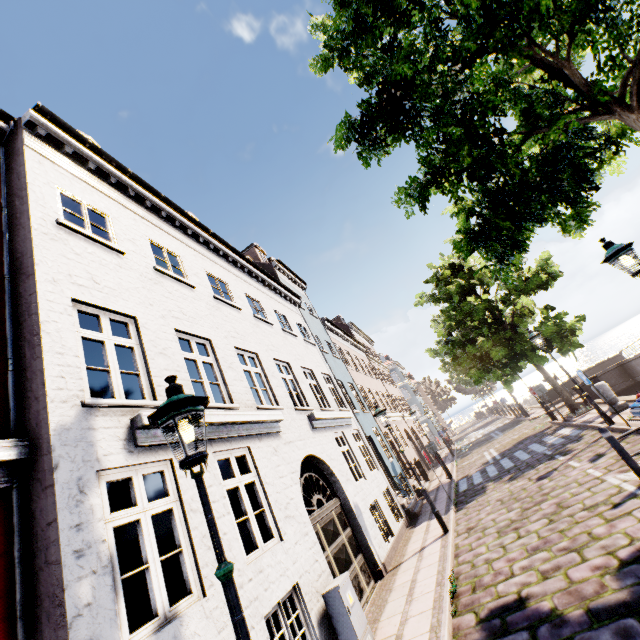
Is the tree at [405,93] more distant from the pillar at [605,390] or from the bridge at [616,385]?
the pillar at [605,390]

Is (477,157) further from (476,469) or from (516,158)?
(476,469)

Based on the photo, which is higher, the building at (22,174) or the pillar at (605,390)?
the building at (22,174)

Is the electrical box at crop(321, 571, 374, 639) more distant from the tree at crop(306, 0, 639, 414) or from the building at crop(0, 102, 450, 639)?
the building at crop(0, 102, 450, 639)

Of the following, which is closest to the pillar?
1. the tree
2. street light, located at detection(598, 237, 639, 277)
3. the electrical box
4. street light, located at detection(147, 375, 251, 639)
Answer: the tree

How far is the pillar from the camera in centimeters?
1145cm

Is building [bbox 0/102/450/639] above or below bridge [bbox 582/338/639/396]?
above

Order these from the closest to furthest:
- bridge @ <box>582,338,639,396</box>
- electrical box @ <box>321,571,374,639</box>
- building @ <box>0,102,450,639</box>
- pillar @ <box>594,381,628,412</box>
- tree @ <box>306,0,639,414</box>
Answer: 1. building @ <box>0,102,450,639</box>
2. tree @ <box>306,0,639,414</box>
3. electrical box @ <box>321,571,374,639</box>
4. pillar @ <box>594,381,628,412</box>
5. bridge @ <box>582,338,639,396</box>
